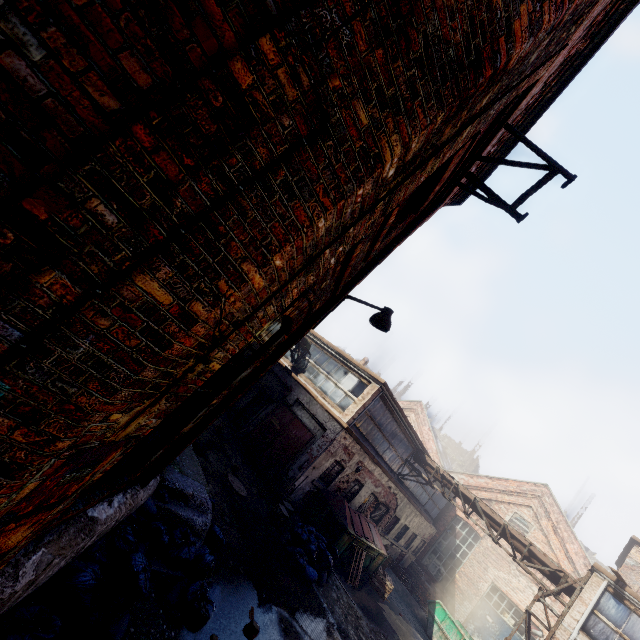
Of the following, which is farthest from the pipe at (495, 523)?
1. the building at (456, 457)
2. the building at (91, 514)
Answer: the building at (456, 457)

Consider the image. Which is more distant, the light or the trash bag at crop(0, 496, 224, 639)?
the light

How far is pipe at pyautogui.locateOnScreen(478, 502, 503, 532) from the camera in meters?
14.0 m

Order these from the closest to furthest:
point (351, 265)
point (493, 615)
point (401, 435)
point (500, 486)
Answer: point (351, 265)
point (401, 435)
point (493, 615)
point (500, 486)

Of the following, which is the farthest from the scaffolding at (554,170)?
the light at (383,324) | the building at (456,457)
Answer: the building at (456,457)

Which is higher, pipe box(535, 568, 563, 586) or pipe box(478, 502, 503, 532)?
pipe box(478, 502, 503, 532)

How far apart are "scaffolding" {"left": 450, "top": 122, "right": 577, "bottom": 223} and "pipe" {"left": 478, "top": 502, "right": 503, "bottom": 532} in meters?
14.7

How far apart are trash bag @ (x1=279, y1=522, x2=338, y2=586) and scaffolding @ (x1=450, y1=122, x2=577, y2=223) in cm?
984
